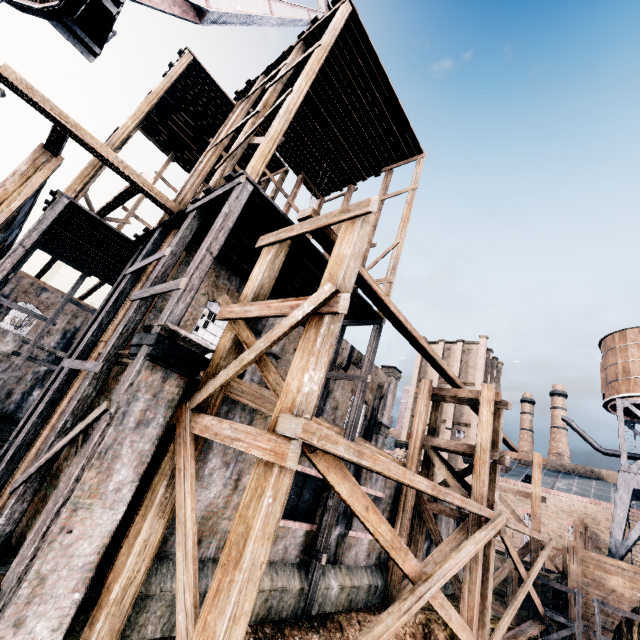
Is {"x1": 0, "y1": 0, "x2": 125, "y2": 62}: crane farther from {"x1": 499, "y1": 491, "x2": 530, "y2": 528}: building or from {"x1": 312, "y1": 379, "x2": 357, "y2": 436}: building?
{"x1": 499, "y1": 491, "x2": 530, "y2": 528}: building

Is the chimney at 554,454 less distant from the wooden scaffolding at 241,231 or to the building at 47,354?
the building at 47,354

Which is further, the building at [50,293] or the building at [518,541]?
the building at [518,541]

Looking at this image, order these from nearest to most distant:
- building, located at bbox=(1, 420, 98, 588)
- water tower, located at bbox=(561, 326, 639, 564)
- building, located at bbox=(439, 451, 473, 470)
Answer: building, located at bbox=(1, 420, 98, 588)
water tower, located at bbox=(561, 326, 639, 564)
building, located at bbox=(439, 451, 473, 470)

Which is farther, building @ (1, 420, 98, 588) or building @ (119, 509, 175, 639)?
building @ (119, 509, 175, 639)

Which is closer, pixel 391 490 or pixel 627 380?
pixel 391 490

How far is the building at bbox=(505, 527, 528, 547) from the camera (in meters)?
37.97
